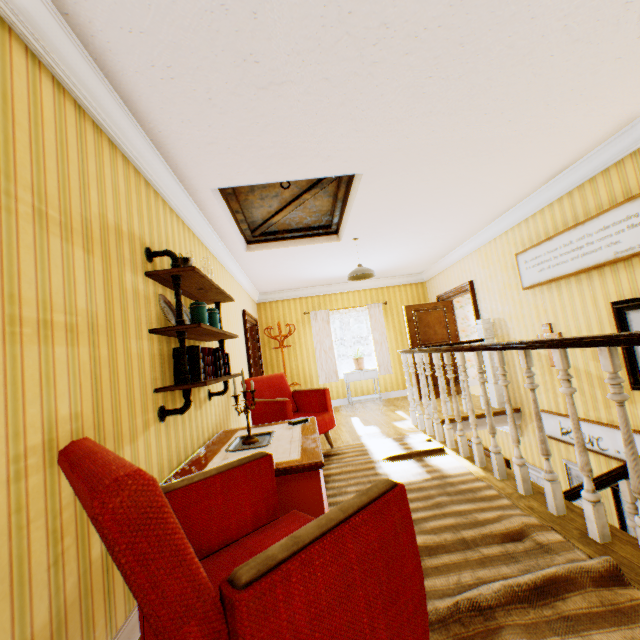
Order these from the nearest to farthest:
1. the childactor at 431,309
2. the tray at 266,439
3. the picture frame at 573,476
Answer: the tray at 266,439
the picture frame at 573,476
the childactor at 431,309

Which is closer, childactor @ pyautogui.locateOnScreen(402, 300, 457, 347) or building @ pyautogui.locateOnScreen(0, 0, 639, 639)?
building @ pyautogui.locateOnScreen(0, 0, 639, 639)

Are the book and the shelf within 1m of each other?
yes

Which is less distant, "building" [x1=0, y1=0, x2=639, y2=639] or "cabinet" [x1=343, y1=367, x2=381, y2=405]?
"building" [x1=0, y1=0, x2=639, y2=639]

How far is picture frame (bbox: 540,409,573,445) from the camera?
4.5 meters

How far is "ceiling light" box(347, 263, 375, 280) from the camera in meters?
5.1

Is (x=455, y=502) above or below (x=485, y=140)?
below

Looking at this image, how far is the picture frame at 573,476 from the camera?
4.5 meters
